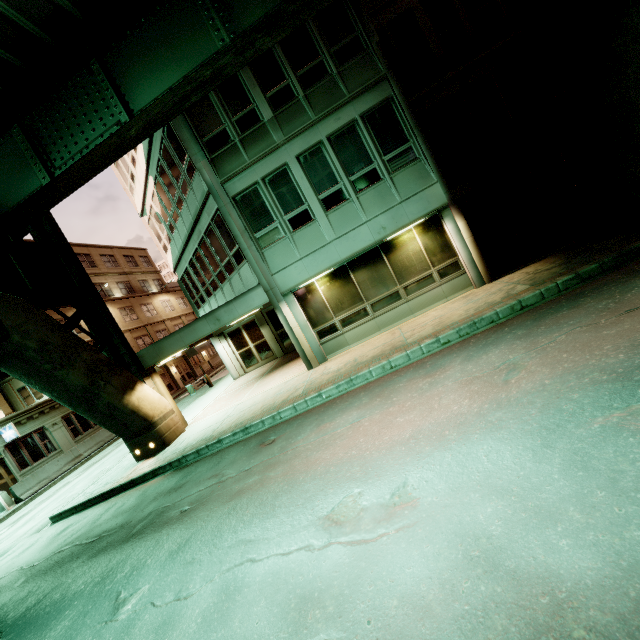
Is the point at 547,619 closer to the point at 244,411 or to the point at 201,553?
the point at 201,553

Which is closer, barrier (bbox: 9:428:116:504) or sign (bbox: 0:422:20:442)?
barrier (bbox: 9:428:116:504)

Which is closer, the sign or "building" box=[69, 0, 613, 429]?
"building" box=[69, 0, 613, 429]

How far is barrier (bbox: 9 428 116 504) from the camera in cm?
1741

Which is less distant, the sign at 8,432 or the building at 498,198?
the building at 498,198

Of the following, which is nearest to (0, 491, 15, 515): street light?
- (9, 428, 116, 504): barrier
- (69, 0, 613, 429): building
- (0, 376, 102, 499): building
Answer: (9, 428, 116, 504): barrier

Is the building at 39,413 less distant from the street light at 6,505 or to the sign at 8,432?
the sign at 8,432

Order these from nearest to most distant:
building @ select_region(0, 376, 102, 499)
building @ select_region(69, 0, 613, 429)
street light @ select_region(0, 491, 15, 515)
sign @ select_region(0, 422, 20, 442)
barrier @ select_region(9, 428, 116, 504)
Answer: building @ select_region(69, 0, 613, 429) < street light @ select_region(0, 491, 15, 515) < barrier @ select_region(9, 428, 116, 504) < sign @ select_region(0, 422, 20, 442) < building @ select_region(0, 376, 102, 499)
